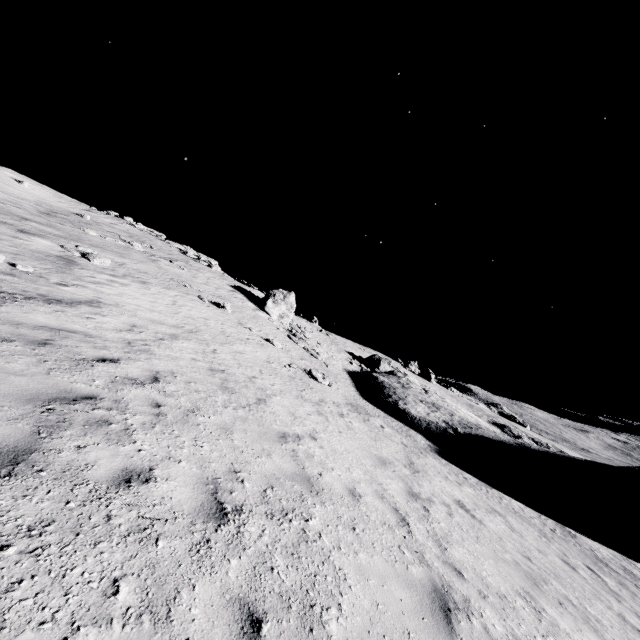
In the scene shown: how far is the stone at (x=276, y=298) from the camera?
26.48m

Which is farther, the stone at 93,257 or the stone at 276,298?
the stone at 276,298

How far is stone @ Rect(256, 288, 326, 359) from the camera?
26.48m

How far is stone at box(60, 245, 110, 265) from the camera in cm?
1604

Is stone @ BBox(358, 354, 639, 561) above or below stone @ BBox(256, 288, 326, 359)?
below

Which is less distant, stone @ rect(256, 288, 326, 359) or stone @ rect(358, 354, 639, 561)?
stone @ rect(358, 354, 639, 561)

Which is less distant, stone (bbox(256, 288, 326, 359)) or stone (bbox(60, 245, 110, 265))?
stone (bbox(60, 245, 110, 265))

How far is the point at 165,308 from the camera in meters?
15.1 m
